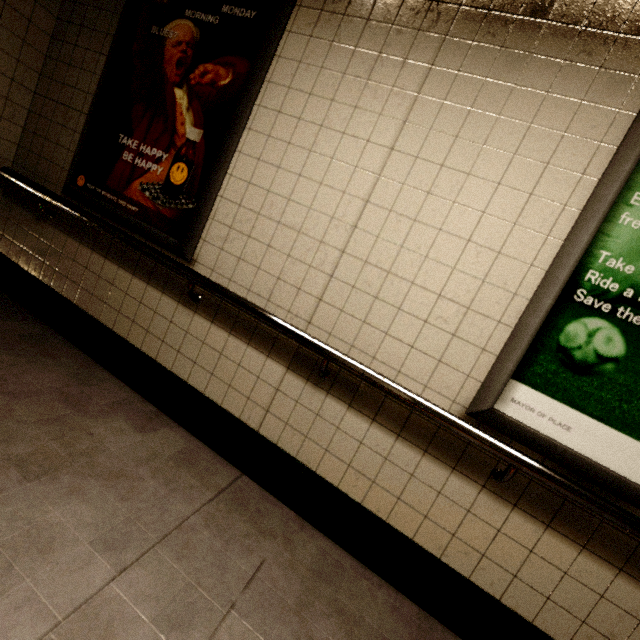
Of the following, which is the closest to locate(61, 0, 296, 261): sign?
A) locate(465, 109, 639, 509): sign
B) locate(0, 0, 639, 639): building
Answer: locate(0, 0, 639, 639): building

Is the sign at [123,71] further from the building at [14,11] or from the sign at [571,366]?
the sign at [571,366]

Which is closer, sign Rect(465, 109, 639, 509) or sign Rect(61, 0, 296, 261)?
sign Rect(465, 109, 639, 509)

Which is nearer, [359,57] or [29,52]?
[359,57]

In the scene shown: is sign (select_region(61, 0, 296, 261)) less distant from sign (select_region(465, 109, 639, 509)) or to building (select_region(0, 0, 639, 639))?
building (select_region(0, 0, 639, 639))

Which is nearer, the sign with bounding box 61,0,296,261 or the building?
the building
